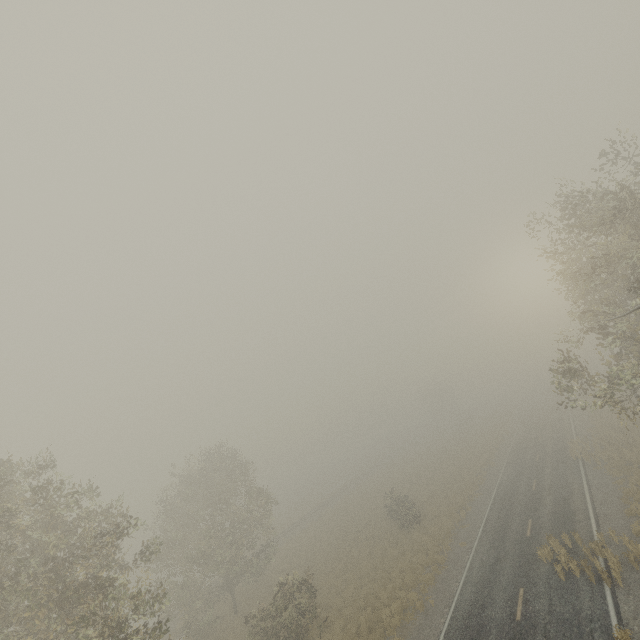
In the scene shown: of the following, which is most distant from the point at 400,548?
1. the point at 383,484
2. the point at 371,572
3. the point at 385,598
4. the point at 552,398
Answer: the point at 552,398
